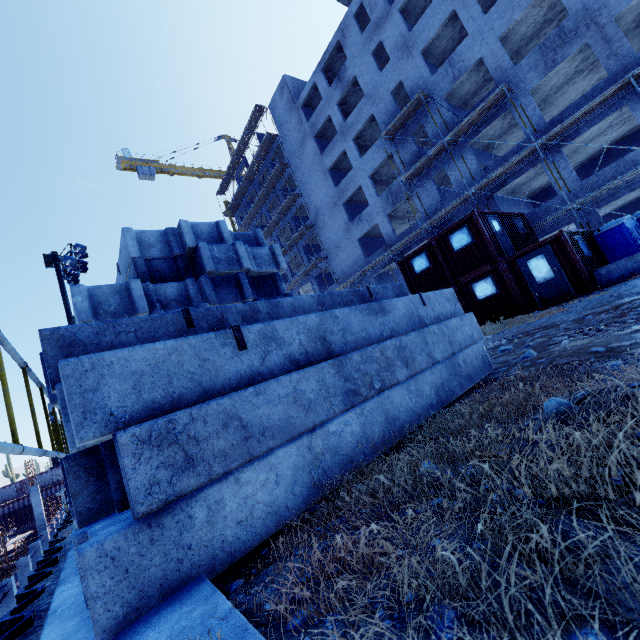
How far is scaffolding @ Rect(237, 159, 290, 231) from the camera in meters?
36.6 m

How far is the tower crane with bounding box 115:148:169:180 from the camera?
55.5 meters

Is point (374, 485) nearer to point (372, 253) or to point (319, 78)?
point (372, 253)

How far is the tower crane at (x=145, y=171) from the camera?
→ 55.5m

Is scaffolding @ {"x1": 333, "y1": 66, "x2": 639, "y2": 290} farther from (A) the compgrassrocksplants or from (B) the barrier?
(B) the barrier

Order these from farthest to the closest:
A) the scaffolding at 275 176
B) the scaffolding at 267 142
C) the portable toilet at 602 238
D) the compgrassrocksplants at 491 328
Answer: the scaffolding at 267 142
the scaffolding at 275 176
the portable toilet at 602 238
the compgrassrocksplants at 491 328

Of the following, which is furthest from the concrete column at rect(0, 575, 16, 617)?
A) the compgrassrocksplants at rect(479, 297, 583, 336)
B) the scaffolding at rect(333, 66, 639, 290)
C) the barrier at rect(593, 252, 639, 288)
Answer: the barrier at rect(593, 252, 639, 288)

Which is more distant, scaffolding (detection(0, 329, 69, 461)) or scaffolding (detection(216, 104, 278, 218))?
scaffolding (detection(216, 104, 278, 218))
